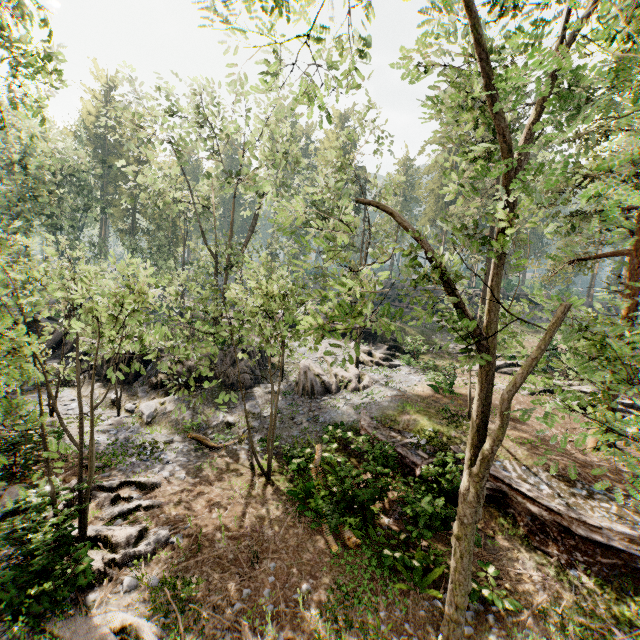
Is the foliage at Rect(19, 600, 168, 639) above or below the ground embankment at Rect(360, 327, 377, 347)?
below

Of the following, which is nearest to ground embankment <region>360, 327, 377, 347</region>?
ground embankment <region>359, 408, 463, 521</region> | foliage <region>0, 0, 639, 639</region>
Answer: foliage <region>0, 0, 639, 639</region>

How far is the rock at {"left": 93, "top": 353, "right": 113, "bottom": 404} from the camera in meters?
19.7 m

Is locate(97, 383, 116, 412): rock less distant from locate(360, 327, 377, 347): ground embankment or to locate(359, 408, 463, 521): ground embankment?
locate(359, 408, 463, 521): ground embankment

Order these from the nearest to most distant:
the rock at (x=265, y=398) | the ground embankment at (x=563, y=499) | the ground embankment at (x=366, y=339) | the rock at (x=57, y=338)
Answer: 1. the ground embankment at (x=563, y=499)
2. the rock at (x=265, y=398)
3. the rock at (x=57, y=338)
4. the ground embankment at (x=366, y=339)

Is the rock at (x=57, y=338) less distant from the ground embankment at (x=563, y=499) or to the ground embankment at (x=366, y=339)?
the ground embankment at (x=563, y=499)

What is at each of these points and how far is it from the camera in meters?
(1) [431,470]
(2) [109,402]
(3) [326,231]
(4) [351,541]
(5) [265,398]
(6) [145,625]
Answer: (1) ground embankment, 12.3 m
(2) rock, 19.1 m
(3) foliage, 25.6 m
(4) foliage, 10.7 m
(5) rock, 20.2 m
(6) foliage, 7.5 m
